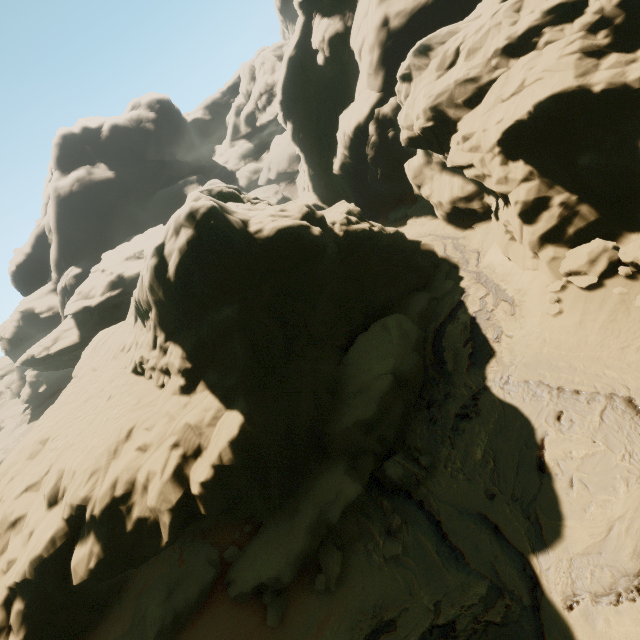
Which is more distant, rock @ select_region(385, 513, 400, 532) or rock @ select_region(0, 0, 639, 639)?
rock @ select_region(0, 0, 639, 639)

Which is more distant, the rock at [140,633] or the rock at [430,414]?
the rock at [430,414]

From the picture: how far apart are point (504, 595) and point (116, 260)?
56.49m

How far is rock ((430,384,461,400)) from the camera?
12.72m

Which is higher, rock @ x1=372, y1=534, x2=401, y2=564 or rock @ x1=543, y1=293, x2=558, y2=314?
rock @ x1=543, y1=293, x2=558, y2=314

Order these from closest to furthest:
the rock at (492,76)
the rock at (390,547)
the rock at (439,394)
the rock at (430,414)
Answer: the rock at (390,547), the rock at (492,76), the rock at (430,414), the rock at (439,394)

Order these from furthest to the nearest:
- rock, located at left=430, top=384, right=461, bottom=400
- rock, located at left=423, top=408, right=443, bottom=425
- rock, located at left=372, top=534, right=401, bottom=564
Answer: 1. rock, located at left=430, top=384, right=461, bottom=400
2. rock, located at left=423, top=408, right=443, bottom=425
3. rock, located at left=372, top=534, right=401, bottom=564
